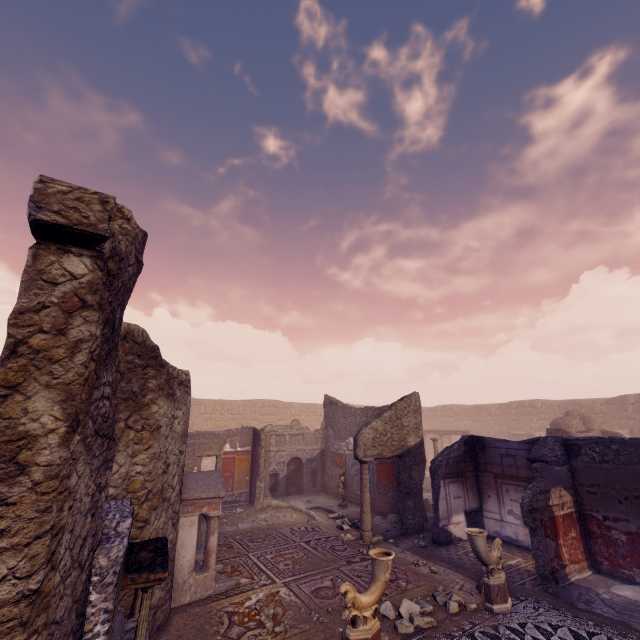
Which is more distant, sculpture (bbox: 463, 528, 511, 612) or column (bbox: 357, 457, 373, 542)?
column (bbox: 357, 457, 373, 542)

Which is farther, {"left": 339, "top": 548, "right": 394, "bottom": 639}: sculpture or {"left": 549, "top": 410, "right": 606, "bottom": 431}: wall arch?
{"left": 549, "top": 410, "right": 606, "bottom": 431}: wall arch

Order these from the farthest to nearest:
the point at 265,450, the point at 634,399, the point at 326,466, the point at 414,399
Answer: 1. the point at 634,399
2. the point at 326,466
3. the point at 265,450
4. the point at 414,399

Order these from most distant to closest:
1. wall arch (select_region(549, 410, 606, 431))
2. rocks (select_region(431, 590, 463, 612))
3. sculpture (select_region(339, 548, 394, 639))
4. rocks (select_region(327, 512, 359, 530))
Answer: wall arch (select_region(549, 410, 606, 431)), rocks (select_region(327, 512, 359, 530)), rocks (select_region(431, 590, 463, 612)), sculpture (select_region(339, 548, 394, 639))

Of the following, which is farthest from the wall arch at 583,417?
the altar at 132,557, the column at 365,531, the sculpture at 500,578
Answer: the altar at 132,557

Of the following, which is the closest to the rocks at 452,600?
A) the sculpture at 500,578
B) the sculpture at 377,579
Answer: the sculpture at 500,578

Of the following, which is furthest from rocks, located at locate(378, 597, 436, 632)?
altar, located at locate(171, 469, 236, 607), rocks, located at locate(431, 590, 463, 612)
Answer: altar, located at locate(171, 469, 236, 607)

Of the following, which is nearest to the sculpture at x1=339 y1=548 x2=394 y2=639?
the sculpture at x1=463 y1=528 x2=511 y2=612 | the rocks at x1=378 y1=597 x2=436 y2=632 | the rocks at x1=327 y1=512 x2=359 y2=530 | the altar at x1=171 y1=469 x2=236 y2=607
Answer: the rocks at x1=378 y1=597 x2=436 y2=632
